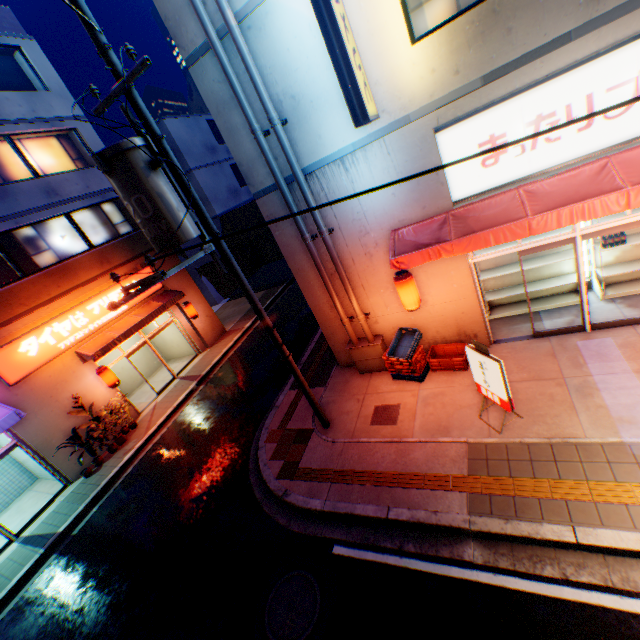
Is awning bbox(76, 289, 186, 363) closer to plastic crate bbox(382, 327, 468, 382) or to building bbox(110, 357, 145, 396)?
building bbox(110, 357, 145, 396)

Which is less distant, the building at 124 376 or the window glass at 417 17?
the window glass at 417 17

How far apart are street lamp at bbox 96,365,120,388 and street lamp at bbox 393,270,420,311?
11.47m

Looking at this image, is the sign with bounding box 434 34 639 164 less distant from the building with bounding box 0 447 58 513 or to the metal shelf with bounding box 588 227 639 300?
the metal shelf with bounding box 588 227 639 300

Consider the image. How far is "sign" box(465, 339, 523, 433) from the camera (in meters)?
5.64

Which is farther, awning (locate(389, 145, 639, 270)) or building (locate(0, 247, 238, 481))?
building (locate(0, 247, 238, 481))

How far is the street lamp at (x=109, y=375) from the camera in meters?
12.3 m

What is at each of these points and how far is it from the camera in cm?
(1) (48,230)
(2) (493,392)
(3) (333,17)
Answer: (1) window glass, 1267
(2) sign, 608
(3) sign, 506
